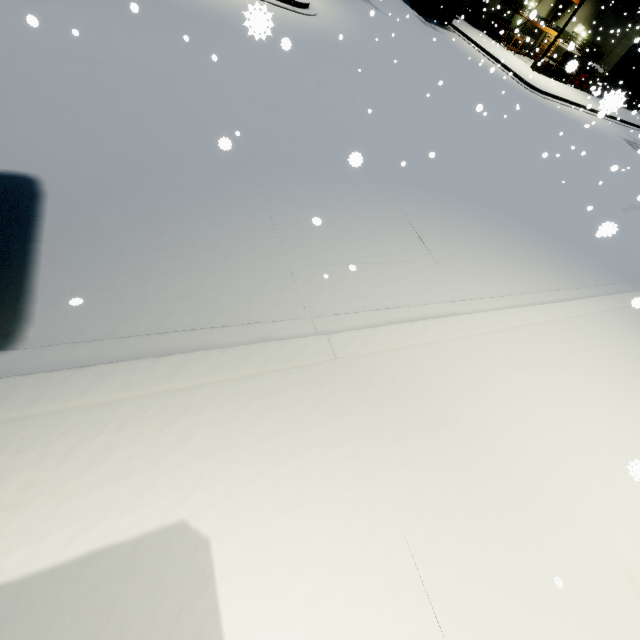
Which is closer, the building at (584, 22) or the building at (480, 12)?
the building at (584, 22)

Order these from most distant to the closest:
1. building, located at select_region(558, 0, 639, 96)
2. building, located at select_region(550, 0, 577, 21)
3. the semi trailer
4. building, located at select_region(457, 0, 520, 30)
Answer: building, located at select_region(550, 0, 577, 21), building, located at select_region(457, 0, 520, 30), building, located at select_region(558, 0, 639, 96), the semi trailer

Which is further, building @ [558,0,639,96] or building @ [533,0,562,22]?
building @ [533,0,562,22]

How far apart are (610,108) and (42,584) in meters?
5.5

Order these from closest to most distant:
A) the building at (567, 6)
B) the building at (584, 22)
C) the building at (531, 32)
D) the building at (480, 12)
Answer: the building at (584, 22)
the building at (480, 12)
the building at (567, 6)
the building at (531, 32)

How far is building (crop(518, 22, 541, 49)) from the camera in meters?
29.3 m
